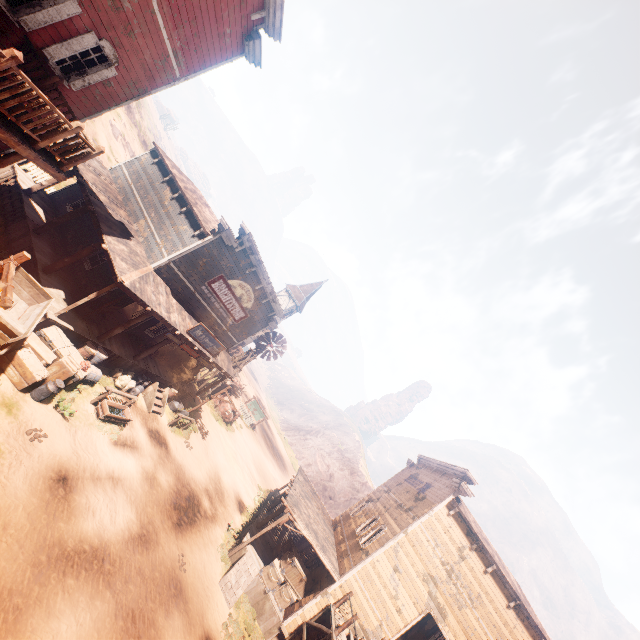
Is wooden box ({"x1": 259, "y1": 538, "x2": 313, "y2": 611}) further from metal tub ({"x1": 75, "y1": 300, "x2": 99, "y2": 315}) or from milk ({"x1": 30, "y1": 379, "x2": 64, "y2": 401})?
metal tub ({"x1": 75, "y1": 300, "x2": 99, "y2": 315})

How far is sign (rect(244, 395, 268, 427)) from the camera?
37.8 meters

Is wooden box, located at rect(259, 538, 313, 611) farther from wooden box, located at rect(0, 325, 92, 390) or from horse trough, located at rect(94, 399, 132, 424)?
wooden box, located at rect(0, 325, 92, 390)

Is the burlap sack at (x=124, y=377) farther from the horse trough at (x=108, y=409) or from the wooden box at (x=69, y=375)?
the wooden box at (x=69, y=375)

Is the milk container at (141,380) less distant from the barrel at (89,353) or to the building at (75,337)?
the building at (75,337)

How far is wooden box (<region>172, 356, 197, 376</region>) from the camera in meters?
20.0 m

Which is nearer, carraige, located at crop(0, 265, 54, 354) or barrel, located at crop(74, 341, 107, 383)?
carraige, located at crop(0, 265, 54, 354)

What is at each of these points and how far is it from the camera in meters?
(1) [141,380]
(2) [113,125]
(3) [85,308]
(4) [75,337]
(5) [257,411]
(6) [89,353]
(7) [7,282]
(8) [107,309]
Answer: (1) milk container, 16.2 m
(2) z, 38.8 m
(3) metal tub, 13.0 m
(4) building, 12.5 m
(5) sign, 38.0 m
(6) barrel, 12.5 m
(7) light pole, 6.7 m
(8) bp, 13.9 m
